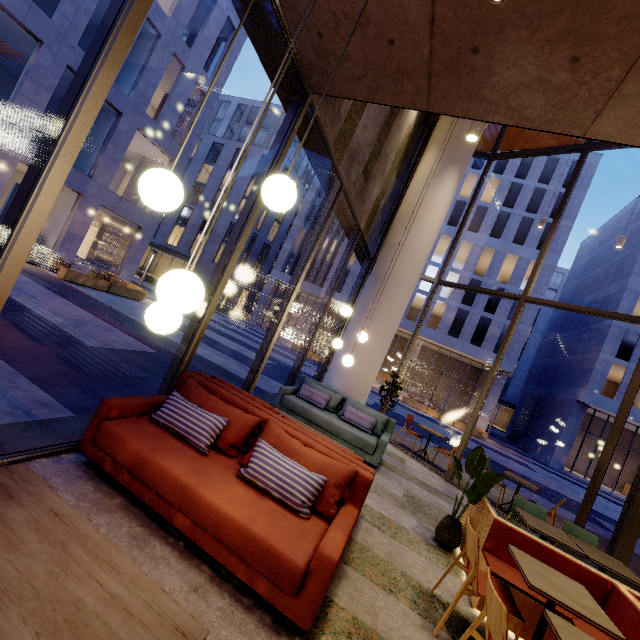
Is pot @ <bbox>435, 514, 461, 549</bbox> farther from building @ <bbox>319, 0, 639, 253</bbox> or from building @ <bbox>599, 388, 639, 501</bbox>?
building @ <bbox>599, 388, 639, 501</bbox>

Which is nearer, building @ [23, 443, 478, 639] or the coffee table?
the coffee table

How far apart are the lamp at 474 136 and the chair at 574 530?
5.4 meters

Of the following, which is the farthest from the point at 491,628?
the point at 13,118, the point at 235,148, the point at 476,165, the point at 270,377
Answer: the point at 235,148

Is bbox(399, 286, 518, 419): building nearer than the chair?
No

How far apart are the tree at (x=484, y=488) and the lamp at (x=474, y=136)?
3.7m

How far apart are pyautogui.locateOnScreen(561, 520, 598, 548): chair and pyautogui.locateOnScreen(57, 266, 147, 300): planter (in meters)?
17.08

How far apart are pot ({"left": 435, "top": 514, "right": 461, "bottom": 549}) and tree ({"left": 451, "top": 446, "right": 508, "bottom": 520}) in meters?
0.0
